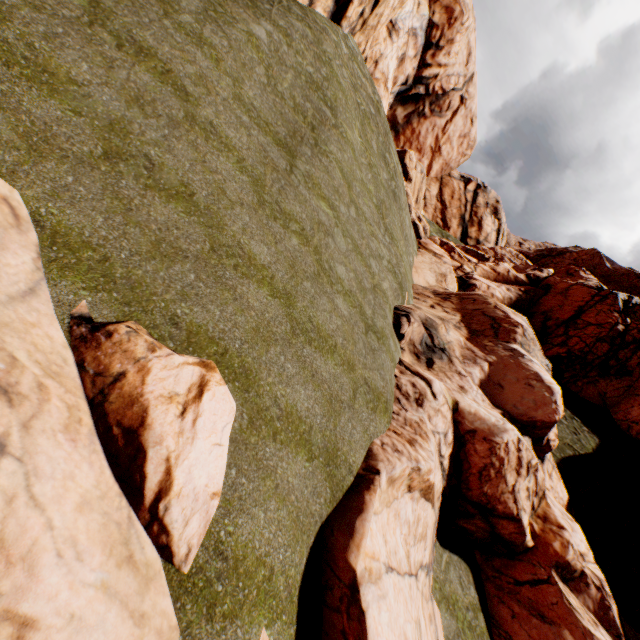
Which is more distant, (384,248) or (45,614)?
(384,248)

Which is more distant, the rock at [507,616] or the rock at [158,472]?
the rock at [507,616]

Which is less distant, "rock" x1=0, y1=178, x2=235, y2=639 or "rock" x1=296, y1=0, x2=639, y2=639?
"rock" x1=0, y1=178, x2=235, y2=639
